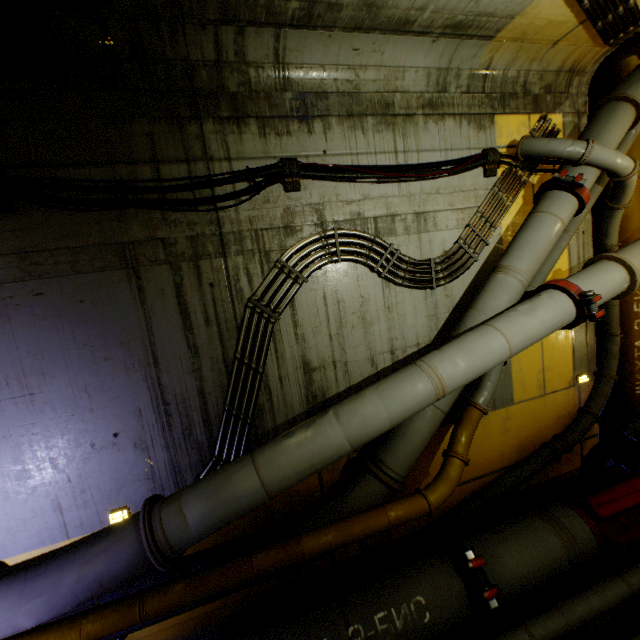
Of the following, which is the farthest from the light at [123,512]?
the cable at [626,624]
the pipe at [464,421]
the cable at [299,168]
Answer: the cable at [299,168]

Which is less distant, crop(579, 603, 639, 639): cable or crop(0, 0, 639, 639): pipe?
crop(0, 0, 639, 639): pipe

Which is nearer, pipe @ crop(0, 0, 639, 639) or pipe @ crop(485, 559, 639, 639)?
pipe @ crop(0, 0, 639, 639)

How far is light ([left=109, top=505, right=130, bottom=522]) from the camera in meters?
3.7 m

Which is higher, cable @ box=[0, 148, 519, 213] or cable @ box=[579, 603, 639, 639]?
cable @ box=[0, 148, 519, 213]

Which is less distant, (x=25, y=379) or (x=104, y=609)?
(x=104, y=609)

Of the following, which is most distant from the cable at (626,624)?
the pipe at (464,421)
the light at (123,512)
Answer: the light at (123,512)

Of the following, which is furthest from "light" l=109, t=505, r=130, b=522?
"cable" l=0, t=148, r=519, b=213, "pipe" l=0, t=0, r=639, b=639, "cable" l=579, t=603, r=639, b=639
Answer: "cable" l=0, t=148, r=519, b=213
